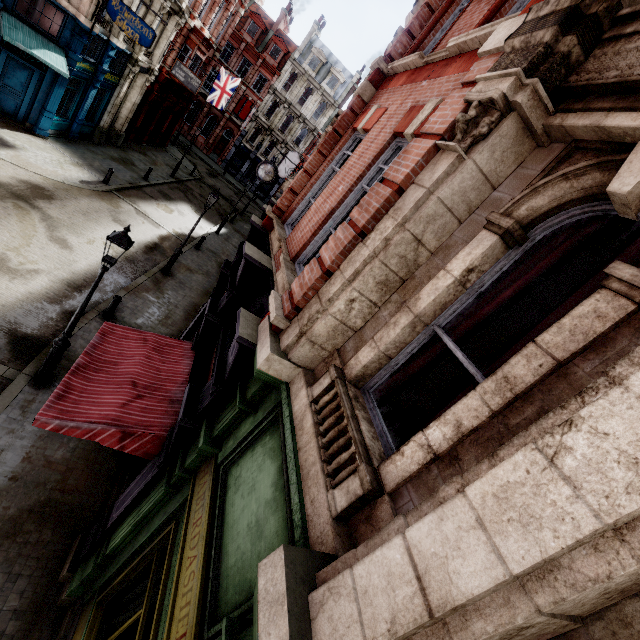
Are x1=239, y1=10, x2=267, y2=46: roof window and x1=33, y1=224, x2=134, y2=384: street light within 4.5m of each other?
no

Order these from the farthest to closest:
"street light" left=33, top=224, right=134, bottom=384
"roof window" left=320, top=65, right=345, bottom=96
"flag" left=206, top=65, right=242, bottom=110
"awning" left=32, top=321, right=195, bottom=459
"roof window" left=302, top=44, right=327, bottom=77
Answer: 1. "roof window" left=320, top=65, right=345, bottom=96
2. "roof window" left=302, top=44, right=327, bottom=77
3. "flag" left=206, top=65, right=242, bottom=110
4. "street light" left=33, top=224, right=134, bottom=384
5. "awning" left=32, top=321, right=195, bottom=459

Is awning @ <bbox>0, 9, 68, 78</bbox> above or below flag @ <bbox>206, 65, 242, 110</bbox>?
below

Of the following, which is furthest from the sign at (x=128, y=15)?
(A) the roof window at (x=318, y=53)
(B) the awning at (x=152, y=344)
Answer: (A) the roof window at (x=318, y=53)

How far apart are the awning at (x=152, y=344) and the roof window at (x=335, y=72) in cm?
4779

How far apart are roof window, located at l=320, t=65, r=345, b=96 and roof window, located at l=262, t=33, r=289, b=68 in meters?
5.3 m

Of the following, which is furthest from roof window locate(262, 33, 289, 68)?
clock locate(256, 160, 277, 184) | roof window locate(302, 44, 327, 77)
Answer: clock locate(256, 160, 277, 184)

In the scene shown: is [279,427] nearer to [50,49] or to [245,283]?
[245,283]
